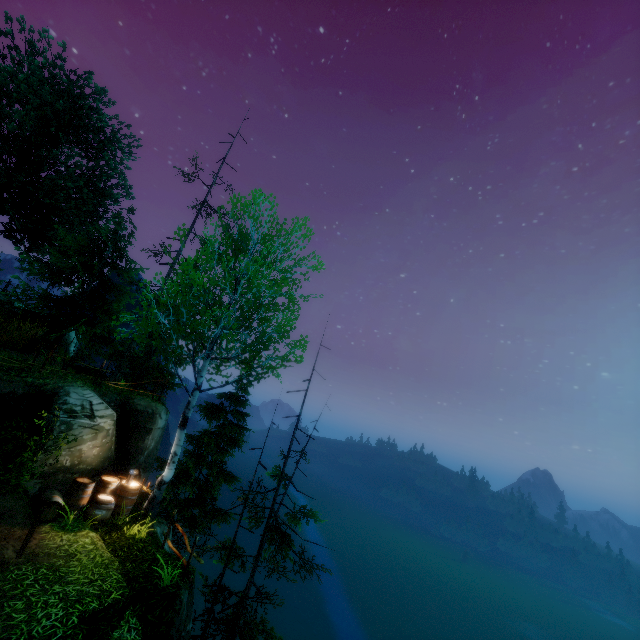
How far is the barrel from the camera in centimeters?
946cm

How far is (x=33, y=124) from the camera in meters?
21.9

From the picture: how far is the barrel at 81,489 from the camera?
9.46m
